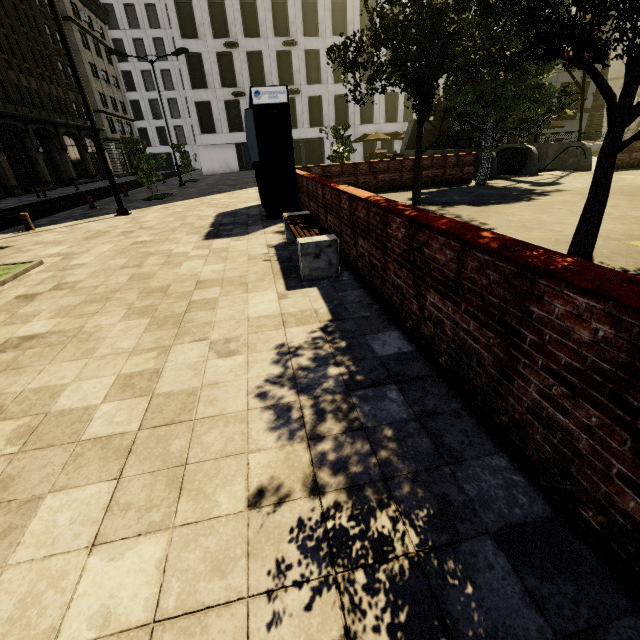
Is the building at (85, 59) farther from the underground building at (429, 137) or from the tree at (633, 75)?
the underground building at (429, 137)

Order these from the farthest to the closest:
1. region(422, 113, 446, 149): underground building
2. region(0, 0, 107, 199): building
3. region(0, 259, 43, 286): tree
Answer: region(0, 0, 107, 199): building < region(422, 113, 446, 149): underground building < region(0, 259, 43, 286): tree

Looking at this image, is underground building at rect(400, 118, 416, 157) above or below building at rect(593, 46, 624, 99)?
below

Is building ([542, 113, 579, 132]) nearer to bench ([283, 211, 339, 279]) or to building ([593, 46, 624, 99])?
building ([593, 46, 624, 99])

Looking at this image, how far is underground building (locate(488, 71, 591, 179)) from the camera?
15.3 meters

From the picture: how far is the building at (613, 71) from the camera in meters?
43.9

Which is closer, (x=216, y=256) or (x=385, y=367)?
(x=385, y=367)

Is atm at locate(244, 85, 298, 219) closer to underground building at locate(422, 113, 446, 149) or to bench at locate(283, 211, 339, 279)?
bench at locate(283, 211, 339, 279)
